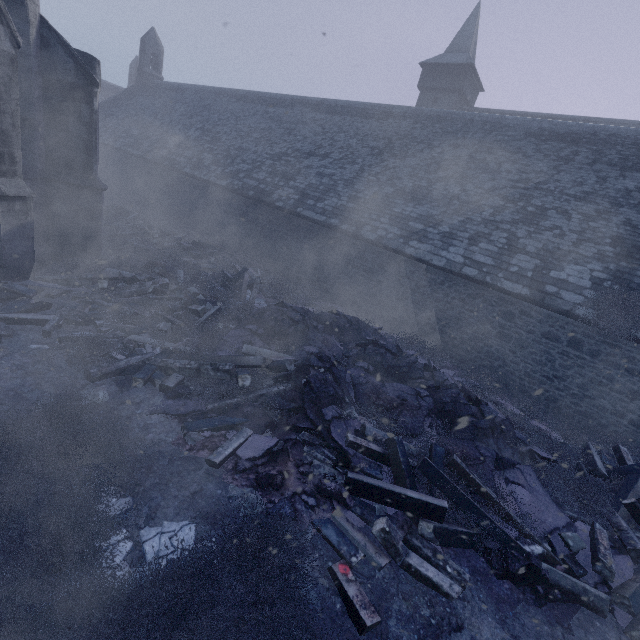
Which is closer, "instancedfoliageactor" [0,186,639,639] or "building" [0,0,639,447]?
"instancedfoliageactor" [0,186,639,639]

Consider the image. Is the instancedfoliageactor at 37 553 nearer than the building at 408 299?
Yes

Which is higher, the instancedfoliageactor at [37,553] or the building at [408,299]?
the building at [408,299]

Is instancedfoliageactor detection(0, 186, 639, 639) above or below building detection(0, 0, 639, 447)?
below

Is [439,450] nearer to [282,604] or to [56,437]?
[282,604]
